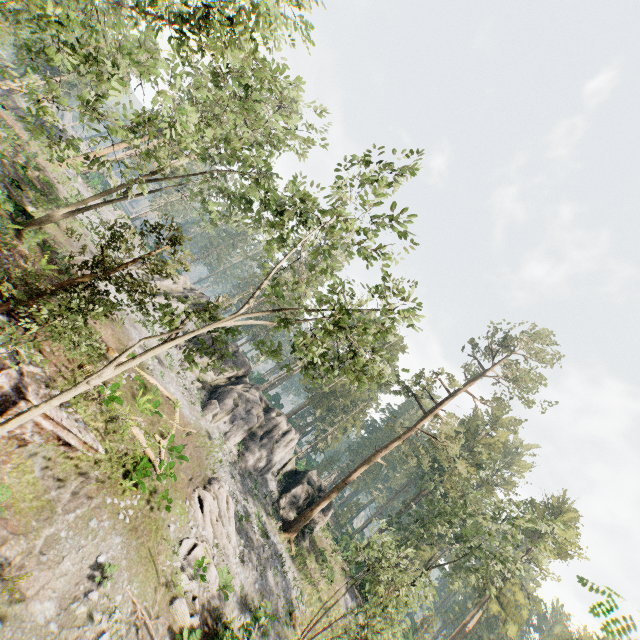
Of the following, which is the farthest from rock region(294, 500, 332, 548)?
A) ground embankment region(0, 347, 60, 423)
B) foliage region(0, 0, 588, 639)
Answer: ground embankment region(0, 347, 60, 423)

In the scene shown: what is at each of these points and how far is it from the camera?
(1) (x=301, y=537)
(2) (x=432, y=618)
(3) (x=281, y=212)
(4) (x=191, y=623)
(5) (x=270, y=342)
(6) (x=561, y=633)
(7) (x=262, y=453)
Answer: (1) rock, 30.2m
(2) foliage, 47.8m
(3) foliage, 18.8m
(4) foliage, 14.3m
(5) foliage, 16.2m
(6) foliage, 50.9m
(7) rock, 30.6m

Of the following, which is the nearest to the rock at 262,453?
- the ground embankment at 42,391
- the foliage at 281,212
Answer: the foliage at 281,212

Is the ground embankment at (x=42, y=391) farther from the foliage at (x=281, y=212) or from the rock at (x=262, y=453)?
the rock at (x=262, y=453)

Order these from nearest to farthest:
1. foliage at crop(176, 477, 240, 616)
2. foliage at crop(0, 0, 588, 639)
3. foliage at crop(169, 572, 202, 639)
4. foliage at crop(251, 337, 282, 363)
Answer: foliage at crop(0, 0, 588, 639), foliage at crop(169, 572, 202, 639), foliage at crop(251, 337, 282, 363), foliage at crop(176, 477, 240, 616)

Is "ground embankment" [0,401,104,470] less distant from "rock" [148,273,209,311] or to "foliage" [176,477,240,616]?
"foliage" [176,477,240,616]
